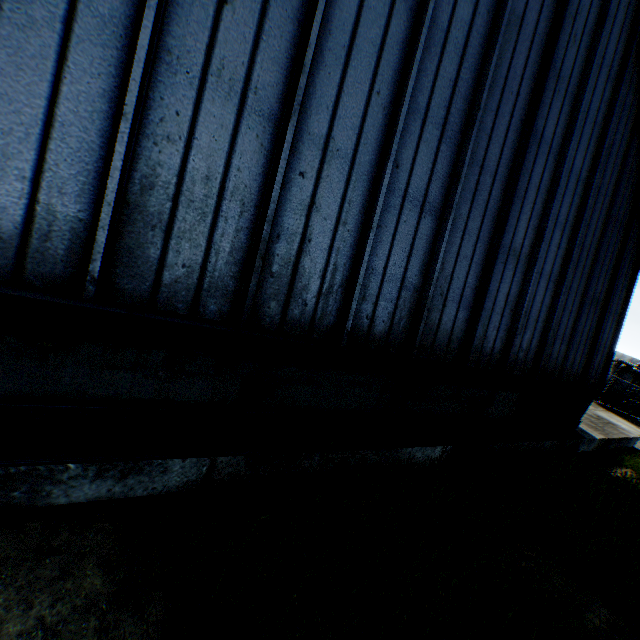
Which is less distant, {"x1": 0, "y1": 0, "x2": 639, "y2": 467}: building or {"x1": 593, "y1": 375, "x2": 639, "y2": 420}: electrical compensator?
{"x1": 0, "y1": 0, "x2": 639, "y2": 467}: building

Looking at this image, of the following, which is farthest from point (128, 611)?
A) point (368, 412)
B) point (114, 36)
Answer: point (114, 36)

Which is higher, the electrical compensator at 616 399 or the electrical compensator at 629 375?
the electrical compensator at 629 375

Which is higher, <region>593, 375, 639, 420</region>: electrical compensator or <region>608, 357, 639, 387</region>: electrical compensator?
<region>608, 357, 639, 387</region>: electrical compensator

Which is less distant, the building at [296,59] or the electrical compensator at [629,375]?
the building at [296,59]
